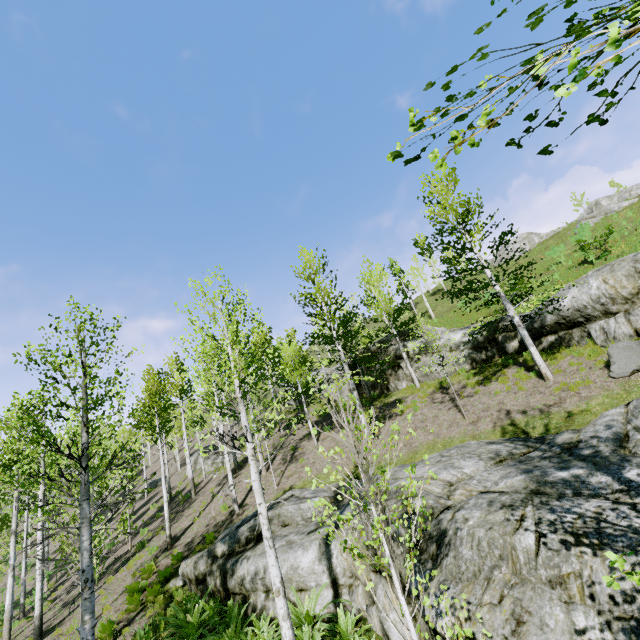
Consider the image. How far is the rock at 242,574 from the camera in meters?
8.4

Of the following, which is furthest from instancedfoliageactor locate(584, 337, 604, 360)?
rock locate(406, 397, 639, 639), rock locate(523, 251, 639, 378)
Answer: rock locate(523, 251, 639, 378)

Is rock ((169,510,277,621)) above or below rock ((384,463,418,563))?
below

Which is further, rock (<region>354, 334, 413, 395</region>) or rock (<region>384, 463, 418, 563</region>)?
rock (<region>354, 334, 413, 395</region>)

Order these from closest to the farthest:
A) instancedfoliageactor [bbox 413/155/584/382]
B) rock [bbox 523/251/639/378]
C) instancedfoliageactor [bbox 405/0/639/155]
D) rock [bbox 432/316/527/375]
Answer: instancedfoliageactor [bbox 405/0/639/155] < rock [bbox 523/251/639/378] < instancedfoliageactor [bbox 413/155/584/382] < rock [bbox 432/316/527/375]

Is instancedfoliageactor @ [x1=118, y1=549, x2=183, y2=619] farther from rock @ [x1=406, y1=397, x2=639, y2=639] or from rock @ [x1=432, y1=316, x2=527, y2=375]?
rock @ [x1=432, y1=316, x2=527, y2=375]

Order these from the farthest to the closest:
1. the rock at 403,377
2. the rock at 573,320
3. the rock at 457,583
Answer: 1. the rock at 403,377
2. the rock at 573,320
3. the rock at 457,583

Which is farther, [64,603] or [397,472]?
[64,603]
